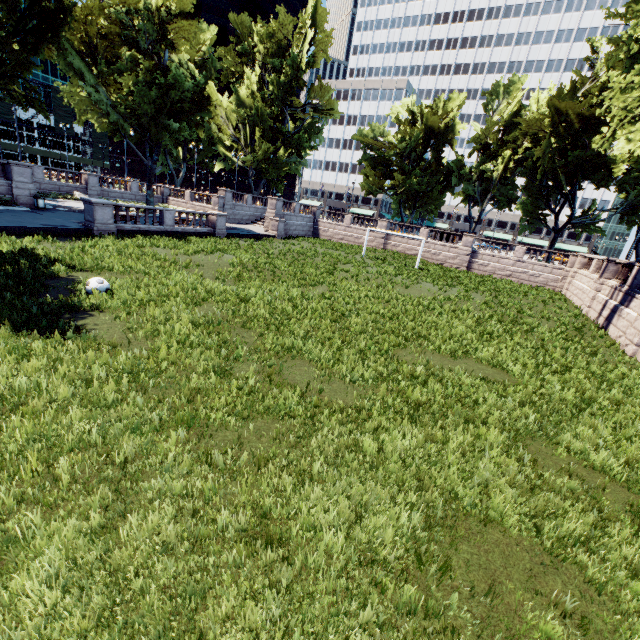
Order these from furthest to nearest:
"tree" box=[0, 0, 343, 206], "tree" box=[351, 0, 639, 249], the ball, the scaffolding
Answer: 1. the scaffolding
2. "tree" box=[0, 0, 343, 206]
3. "tree" box=[351, 0, 639, 249]
4. the ball

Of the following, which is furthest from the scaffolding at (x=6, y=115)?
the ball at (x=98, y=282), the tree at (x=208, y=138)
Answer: the ball at (x=98, y=282)

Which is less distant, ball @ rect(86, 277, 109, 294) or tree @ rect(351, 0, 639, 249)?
ball @ rect(86, 277, 109, 294)

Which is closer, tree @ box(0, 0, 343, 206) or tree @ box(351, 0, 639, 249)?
tree @ box(351, 0, 639, 249)

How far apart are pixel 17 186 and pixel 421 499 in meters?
33.3

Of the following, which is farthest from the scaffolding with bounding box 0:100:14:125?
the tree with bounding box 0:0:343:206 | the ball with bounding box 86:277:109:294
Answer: the ball with bounding box 86:277:109:294

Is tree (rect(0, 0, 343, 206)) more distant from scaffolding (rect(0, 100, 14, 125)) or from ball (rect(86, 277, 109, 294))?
scaffolding (rect(0, 100, 14, 125))
